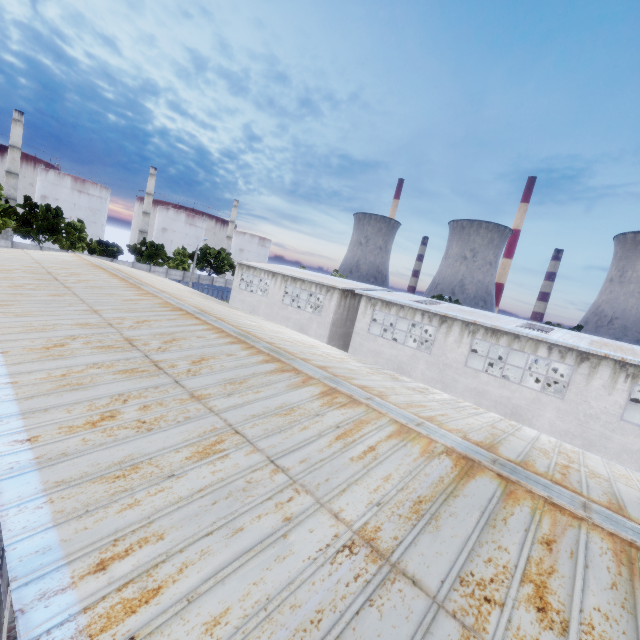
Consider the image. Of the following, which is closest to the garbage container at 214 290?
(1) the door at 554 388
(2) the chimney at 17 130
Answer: (2) the chimney at 17 130

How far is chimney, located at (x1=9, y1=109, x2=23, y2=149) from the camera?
59.3m

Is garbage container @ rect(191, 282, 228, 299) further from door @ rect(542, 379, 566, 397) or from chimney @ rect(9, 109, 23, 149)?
door @ rect(542, 379, 566, 397)

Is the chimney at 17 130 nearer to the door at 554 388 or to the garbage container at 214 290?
the garbage container at 214 290

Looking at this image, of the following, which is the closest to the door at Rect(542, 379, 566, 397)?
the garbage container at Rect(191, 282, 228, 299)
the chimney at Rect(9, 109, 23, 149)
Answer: the garbage container at Rect(191, 282, 228, 299)

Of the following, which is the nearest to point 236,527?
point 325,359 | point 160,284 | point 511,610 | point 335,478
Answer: point 335,478

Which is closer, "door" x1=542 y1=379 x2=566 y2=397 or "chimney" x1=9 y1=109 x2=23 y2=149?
"door" x1=542 y1=379 x2=566 y2=397
